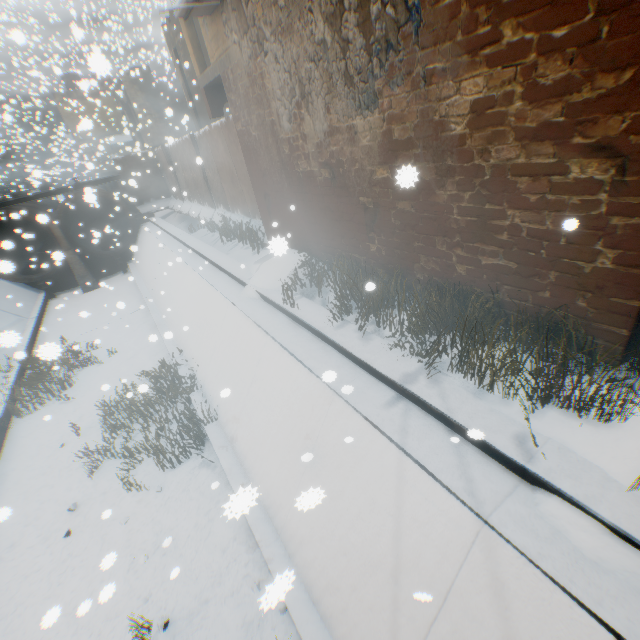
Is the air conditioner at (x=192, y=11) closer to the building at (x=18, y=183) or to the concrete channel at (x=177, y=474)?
the building at (x=18, y=183)

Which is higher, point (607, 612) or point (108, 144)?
point (108, 144)

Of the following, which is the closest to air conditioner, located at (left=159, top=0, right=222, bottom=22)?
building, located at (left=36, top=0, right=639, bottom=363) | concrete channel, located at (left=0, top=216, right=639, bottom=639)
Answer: building, located at (left=36, top=0, right=639, bottom=363)

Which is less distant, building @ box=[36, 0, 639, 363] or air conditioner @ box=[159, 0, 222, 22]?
building @ box=[36, 0, 639, 363]

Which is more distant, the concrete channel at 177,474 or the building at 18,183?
the building at 18,183

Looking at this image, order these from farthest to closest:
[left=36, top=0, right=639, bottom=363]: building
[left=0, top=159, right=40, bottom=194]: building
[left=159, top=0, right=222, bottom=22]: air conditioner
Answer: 1. [left=0, top=159, right=40, bottom=194]: building
2. [left=159, top=0, right=222, bottom=22]: air conditioner
3. [left=36, top=0, right=639, bottom=363]: building
